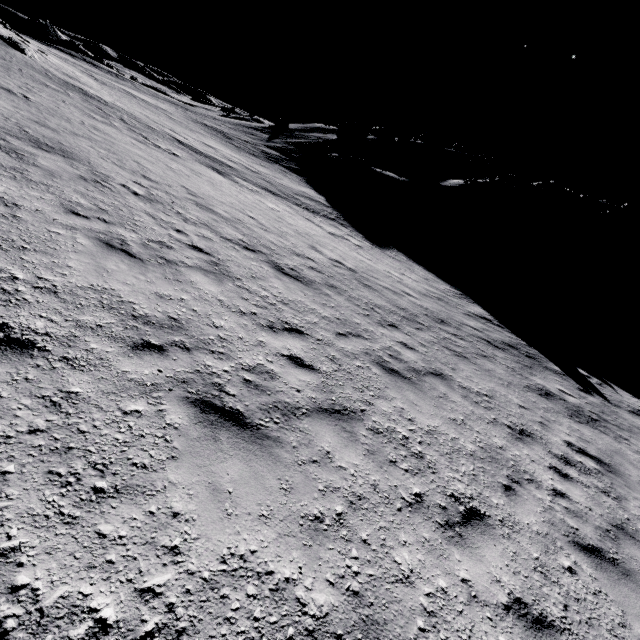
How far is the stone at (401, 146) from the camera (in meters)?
50.06

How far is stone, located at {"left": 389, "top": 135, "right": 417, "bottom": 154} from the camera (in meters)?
50.06

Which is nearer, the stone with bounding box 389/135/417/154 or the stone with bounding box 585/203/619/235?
the stone with bounding box 585/203/619/235

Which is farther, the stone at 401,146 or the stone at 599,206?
the stone at 401,146

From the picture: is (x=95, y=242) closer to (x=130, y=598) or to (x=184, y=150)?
(x=130, y=598)

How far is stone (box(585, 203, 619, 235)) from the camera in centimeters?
4856cm
